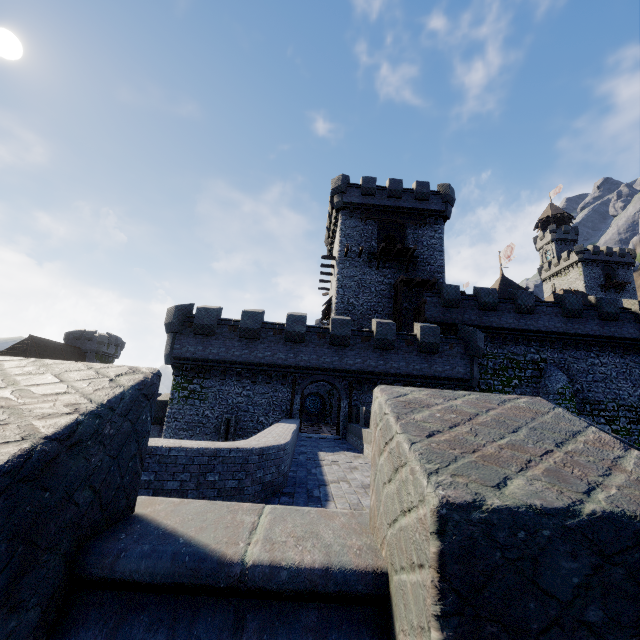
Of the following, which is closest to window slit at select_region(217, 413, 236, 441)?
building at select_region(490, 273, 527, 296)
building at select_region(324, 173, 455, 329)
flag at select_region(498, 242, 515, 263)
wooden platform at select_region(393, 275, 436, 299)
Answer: building at select_region(324, 173, 455, 329)

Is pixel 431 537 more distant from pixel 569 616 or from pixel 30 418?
pixel 30 418

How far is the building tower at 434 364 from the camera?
20.6m

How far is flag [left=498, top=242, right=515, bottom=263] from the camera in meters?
43.8 m

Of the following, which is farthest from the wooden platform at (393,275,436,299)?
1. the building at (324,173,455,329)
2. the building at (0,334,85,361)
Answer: the building at (0,334,85,361)

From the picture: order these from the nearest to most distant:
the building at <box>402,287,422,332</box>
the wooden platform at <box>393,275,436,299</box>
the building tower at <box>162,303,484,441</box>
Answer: the building tower at <box>162,303,484,441</box>, the wooden platform at <box>393,275,436,299</box>, the building at <box>402,287,422,332</box>

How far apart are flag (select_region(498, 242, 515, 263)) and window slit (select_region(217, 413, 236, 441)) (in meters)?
41.28

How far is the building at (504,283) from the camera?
42.78m
